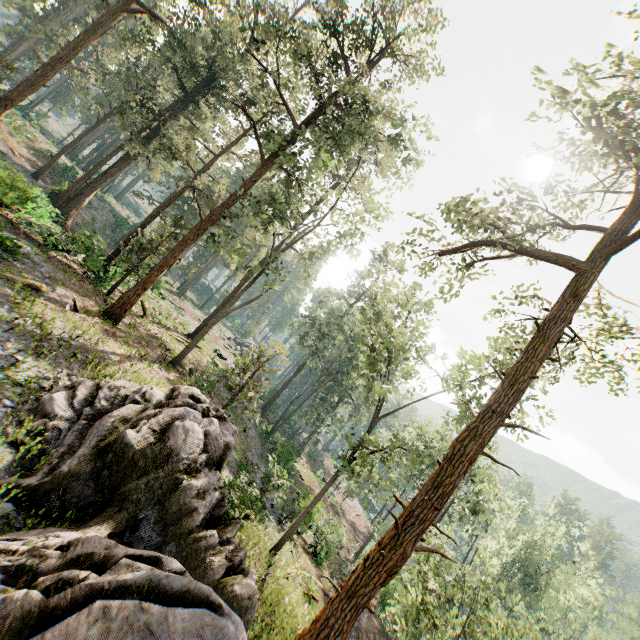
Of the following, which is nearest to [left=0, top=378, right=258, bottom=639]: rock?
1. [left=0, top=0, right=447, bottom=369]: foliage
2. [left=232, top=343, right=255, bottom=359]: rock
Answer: [left=0, top=0, right=447, bottom=369]: foliage

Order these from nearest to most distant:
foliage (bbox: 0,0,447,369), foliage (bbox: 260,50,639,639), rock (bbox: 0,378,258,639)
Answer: rock (bbox: 0,378,258,639)
foliage (bbox: 260,50,639,639)
foliage (bbox: 0,0,447,369)

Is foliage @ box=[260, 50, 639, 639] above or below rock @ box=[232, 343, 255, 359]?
above

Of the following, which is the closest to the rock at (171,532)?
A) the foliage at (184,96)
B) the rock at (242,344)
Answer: the foliage at (184,96)

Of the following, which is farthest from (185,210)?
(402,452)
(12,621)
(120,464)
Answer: (12,621)

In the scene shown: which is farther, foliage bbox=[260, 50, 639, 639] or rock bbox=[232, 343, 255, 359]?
rock bbox=[232, 343, 255, 359]
